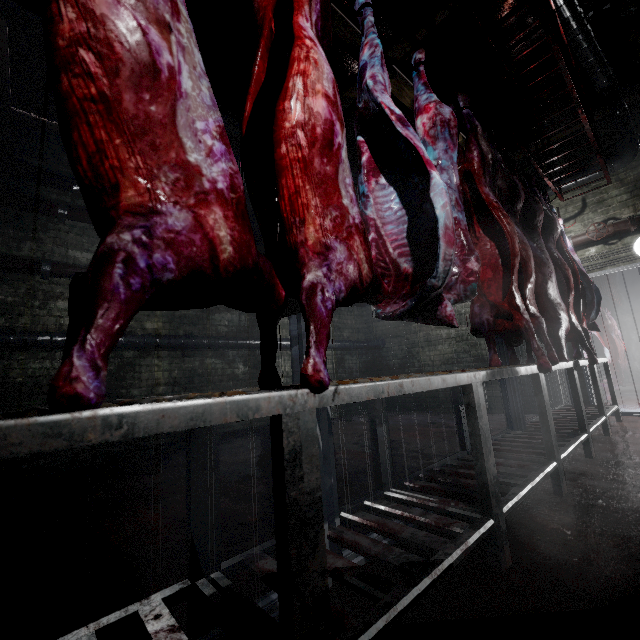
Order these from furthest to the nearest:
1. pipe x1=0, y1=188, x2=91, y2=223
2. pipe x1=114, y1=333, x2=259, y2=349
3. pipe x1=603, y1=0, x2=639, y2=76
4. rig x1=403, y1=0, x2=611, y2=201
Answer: pipe x1=114, y1=333, x2=259, y2=349
pipe x1=0, y1=188, x2=91, y2=223
pipe x1=603, y1=0, x2=639, y2=76
rig x1=403, y1=0, x2=611, y2=201

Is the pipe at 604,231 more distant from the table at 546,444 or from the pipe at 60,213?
the table at 546,444

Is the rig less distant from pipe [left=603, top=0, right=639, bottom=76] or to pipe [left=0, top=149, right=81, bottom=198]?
pipe [left=603, top=0, right=639, bottom=76]

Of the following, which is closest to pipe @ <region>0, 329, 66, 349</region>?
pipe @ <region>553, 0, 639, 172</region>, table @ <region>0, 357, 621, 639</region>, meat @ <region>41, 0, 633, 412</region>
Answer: pipe @ <region>553, 0, 639, 172</region>

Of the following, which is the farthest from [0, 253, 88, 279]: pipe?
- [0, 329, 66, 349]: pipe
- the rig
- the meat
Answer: the meat

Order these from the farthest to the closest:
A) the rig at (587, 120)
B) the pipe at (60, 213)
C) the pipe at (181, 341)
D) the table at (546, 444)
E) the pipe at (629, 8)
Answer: the pipe at (181, 341), the pipe at (60, 213), the pipe at (629, 8), the rig at (587, 120), the table at (546, 444)

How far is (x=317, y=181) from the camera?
0.9 meters

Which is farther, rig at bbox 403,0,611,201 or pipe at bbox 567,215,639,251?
pipe at bbox 567,215,639,251
